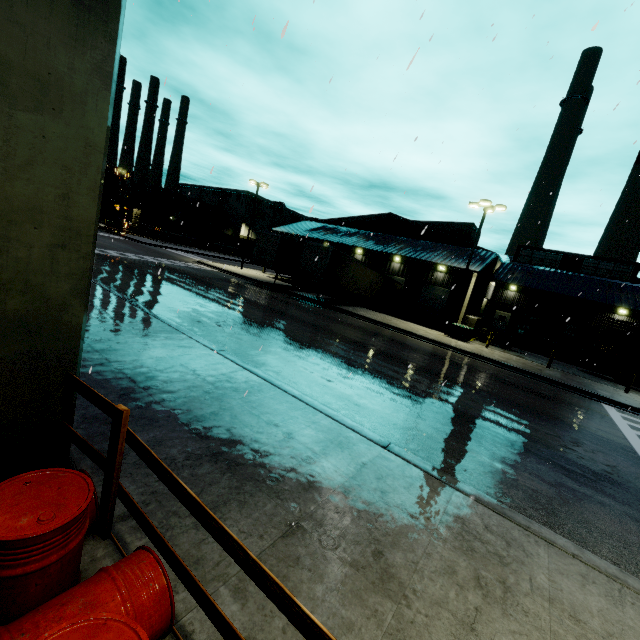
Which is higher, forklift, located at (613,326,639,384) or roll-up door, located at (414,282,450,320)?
roll-up door, located at (414,282,450,320)

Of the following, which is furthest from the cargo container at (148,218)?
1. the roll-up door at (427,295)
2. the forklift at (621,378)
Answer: the forklift at (621,378)

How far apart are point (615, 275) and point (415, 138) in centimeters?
3944cm

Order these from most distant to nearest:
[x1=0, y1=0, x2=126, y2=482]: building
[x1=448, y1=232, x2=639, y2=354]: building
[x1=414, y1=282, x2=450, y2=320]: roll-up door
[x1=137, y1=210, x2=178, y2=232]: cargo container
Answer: [x1=137, y1=210, x2=178, y2=232]: cargo container < [x1=414, y1=282, x2=450, y2=320]: roll-up door < [x1=448, y1=232, x2=639, y2=354]: building < [x1=0, y1=0, x2=126, y2=482]: building

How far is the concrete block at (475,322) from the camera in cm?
2711

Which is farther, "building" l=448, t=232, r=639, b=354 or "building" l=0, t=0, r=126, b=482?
"building" l=448, t=232, r=639, b=354

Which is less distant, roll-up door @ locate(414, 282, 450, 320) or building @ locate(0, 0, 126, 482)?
building @ locate(0, 0, 126, 482)

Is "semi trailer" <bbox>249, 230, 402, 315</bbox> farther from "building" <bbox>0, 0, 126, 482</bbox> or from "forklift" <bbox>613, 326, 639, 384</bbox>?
"forklift" <bbox>613, 326, 639, 384</bbox>
